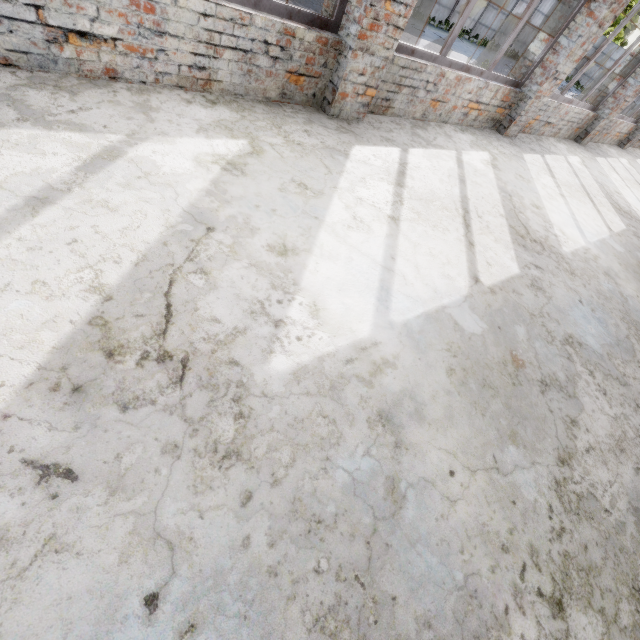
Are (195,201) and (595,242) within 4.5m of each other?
no
